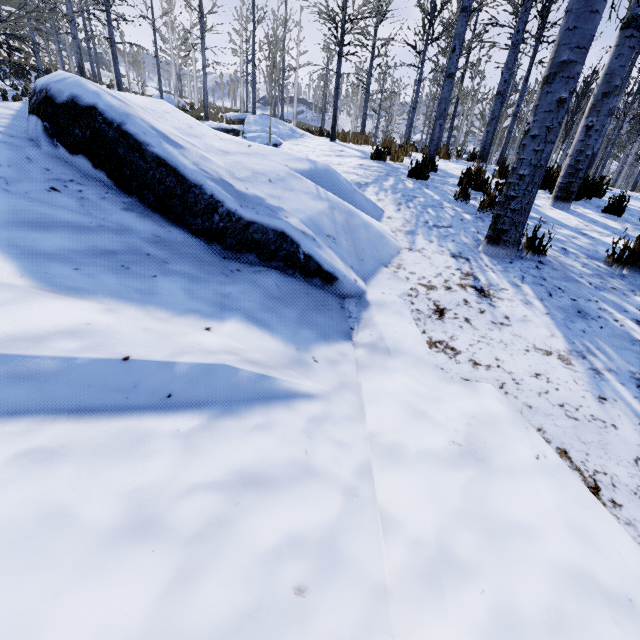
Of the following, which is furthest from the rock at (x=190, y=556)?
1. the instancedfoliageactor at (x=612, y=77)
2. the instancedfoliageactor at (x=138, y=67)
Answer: the instancedfoliageactor at (x=612, y=77)

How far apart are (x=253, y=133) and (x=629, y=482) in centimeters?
1069cm

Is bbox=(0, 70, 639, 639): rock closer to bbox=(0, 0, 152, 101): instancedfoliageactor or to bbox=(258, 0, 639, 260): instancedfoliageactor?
bbox=(0, 0, 152, 101): instancedfoliageactor

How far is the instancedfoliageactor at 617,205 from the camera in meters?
4.8 m

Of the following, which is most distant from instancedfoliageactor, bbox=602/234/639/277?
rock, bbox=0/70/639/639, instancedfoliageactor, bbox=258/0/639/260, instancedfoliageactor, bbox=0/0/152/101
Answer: instancedfoliageactor, bbox=0/0/152/101

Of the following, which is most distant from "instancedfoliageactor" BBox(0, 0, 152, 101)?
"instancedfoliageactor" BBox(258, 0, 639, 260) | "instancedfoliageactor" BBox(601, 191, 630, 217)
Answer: "instancedfoliageactor" BBox(258, 0, 639, 260)

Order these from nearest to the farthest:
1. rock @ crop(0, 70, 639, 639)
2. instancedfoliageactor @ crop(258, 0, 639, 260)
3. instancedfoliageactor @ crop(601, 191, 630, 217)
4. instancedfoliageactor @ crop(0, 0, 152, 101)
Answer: rock @ crop(0, 70, 639, 639) < instancedfoliageactor @ crop(258, 0, 639, 260) < instancedfoliageactor @ crop(601, 191, 630, 217) < instancedfoliageactor @ crop(0, 0, 152, 101)
